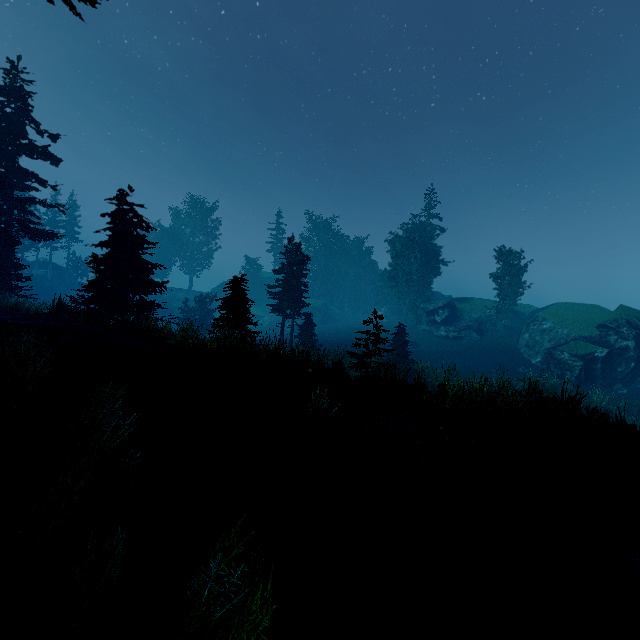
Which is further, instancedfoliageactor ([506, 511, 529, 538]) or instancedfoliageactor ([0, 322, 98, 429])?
instancedfoliageactor ([506, 511, 529, 538])

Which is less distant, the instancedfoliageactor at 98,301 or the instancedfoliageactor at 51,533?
the instancedfoliageactor at 51,533

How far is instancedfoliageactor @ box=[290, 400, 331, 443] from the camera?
6.85m

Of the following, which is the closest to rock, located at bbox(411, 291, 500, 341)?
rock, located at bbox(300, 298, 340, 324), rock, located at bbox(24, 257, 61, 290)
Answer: rock, located at bbox(300, 298, 340, 324)

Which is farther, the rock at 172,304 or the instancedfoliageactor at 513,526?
the rock at 172,304

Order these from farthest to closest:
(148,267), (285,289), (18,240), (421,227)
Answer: (421,227), (285,289), (18,240), (148,267)
